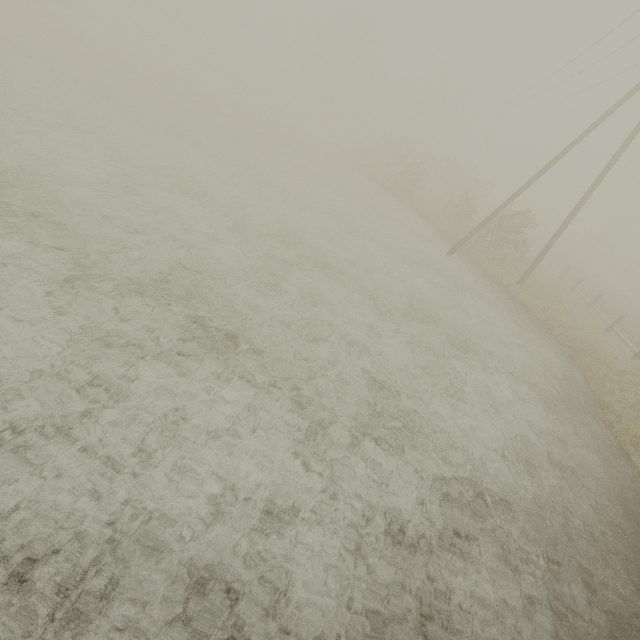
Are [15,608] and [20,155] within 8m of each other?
no

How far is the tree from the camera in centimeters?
5434cm

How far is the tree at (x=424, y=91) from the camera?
54.3 meters
